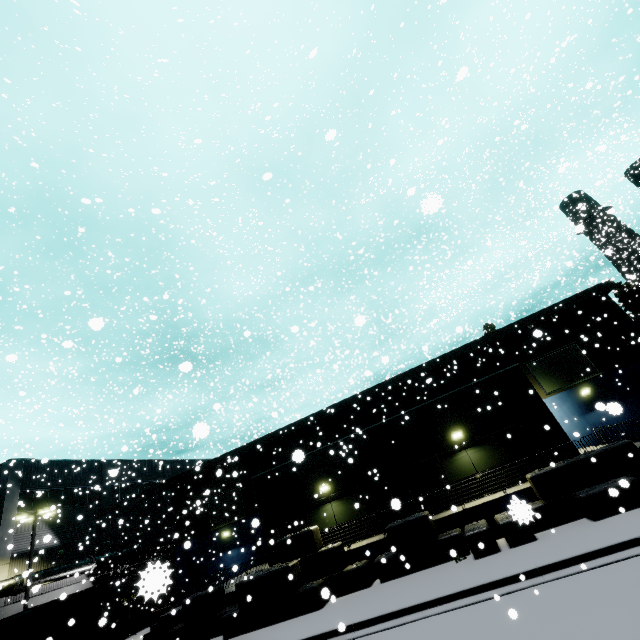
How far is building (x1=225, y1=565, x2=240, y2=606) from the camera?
16.5m

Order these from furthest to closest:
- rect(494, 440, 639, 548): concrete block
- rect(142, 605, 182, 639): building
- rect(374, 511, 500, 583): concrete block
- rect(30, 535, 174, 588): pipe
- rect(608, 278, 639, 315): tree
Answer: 1. rect(608, 278, 639, 315): tree
2. rect(30, 535, 174, 588): pipe
3. rect(142, 605, 182, 639): building
4. rect(374, 511, 500, 583): concrete block
5. rect(494, 440, 639, 548): concrete block

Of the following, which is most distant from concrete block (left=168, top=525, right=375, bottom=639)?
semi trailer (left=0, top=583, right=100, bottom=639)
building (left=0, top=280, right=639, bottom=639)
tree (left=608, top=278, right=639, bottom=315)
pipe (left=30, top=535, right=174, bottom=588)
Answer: tree (left=608, top=278, right=639, bottom=315)

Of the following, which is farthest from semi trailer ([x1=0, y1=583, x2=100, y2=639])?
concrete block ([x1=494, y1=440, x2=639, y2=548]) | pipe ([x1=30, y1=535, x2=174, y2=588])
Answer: concrete block ([x1=494, y1=440, x2=639, y2=548])

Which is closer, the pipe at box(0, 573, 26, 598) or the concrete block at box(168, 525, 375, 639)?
the concrete block at box(168, 525, 375, 639)

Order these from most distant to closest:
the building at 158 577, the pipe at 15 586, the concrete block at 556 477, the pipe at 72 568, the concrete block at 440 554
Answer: the pipe at 72 568 < the pipe at 15 586 < the concrete block at 440 554 < the concrete block at 556 477 < the building at 158 577

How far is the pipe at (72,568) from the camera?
23.8m

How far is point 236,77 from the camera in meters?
31.2
